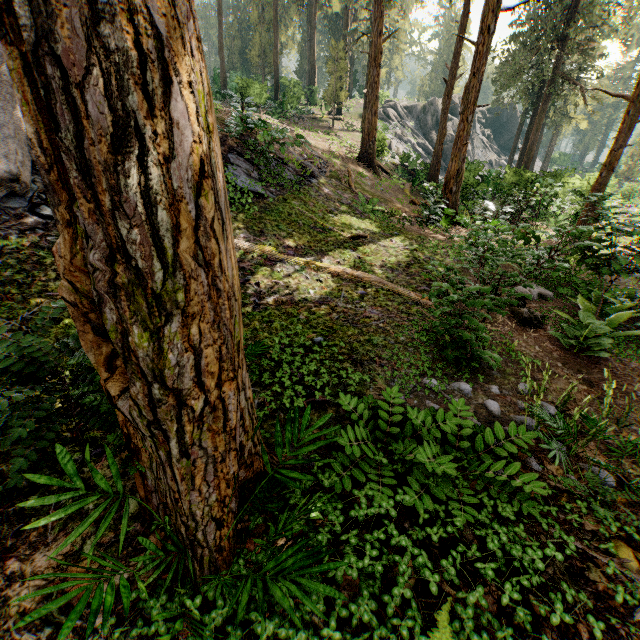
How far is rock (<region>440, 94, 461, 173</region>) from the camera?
39.2 meters

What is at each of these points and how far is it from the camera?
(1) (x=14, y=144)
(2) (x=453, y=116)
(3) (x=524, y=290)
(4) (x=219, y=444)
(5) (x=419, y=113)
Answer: (1) rock, 6.4m
(2) rock, 42.6m
(3) foliage, 8.1m
(4) foliage, 2.4m
(5) rock, 39.9m

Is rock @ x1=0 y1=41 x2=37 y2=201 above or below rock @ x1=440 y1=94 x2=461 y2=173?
below

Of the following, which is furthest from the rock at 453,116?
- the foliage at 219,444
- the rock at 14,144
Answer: the rock at 14,144

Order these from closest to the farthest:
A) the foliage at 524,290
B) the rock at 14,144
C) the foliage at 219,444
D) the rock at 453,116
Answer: the foliage at 219,444 → the foliage at 524,290 → the rock at 14,144 → the rock at 453,116

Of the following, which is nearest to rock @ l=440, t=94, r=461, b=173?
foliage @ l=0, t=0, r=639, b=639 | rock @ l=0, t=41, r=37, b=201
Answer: foliage @ l=0, t=0, r=639, b=639

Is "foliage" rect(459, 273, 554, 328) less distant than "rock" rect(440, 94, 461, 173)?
Yes

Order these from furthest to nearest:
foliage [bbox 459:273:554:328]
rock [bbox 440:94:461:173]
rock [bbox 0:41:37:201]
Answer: rock [bbox 440:94:461:173], rock [bbox 0:41:37:201], foliage [bbox 459:273:554:328]
